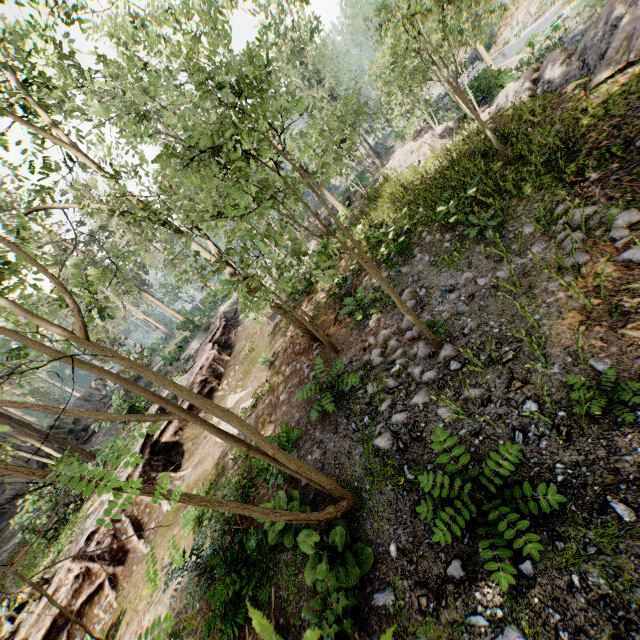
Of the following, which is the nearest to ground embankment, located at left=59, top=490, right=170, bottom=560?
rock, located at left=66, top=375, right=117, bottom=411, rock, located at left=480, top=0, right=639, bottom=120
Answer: rock, located at left=480, top=0, right=639, bottom=120

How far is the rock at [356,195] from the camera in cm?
2231

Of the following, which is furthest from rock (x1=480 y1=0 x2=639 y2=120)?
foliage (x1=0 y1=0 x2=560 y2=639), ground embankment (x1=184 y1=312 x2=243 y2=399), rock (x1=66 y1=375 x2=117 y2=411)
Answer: rock (x1=66 y1=375 x2=117 y2=411)

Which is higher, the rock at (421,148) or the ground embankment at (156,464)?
the ground embankment at (156,464)

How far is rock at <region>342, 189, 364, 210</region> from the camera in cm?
2231

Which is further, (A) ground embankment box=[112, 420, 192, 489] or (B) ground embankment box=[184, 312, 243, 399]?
(B) ground embankment box=[184, 312, 243, 399]

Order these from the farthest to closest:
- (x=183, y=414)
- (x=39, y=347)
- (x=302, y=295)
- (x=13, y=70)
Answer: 1. (x=302, y=295)
2. (x=13, y=70)
3. (x=183, y=414)
4. (x=39, y=347)
